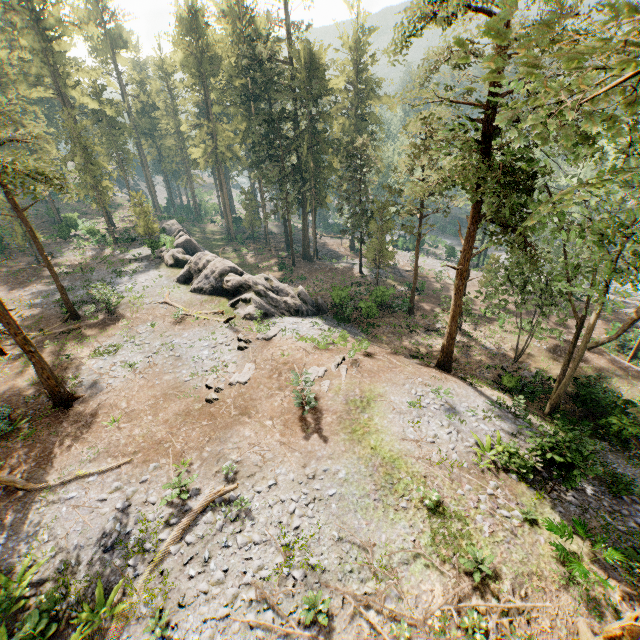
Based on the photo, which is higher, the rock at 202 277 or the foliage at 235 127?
the foliage at 235 127

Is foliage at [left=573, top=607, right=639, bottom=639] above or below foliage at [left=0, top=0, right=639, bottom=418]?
below

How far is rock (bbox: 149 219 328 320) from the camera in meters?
27.1 m

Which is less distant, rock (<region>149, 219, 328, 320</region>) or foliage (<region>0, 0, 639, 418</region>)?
foliage (<region>0, 0, 639, 418</region>)

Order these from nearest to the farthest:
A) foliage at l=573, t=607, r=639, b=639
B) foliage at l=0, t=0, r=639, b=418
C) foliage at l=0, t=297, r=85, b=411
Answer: foliage at l=0, t=0, r=639, b=418 < foliage at l=573, t=607, r=639, b=639 < foliage at l=0, t=297, r=85, b=411

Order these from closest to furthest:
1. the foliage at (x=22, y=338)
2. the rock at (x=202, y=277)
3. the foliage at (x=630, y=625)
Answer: the foliage at (x=630, y=625)
the foliage at (x=22, y=338)
the rock at (x=202, y=277)

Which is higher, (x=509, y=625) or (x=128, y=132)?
(x=128, y=132)
